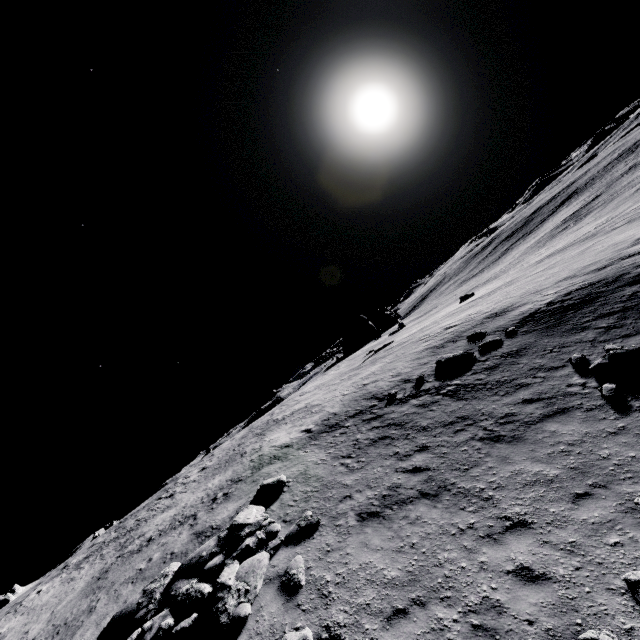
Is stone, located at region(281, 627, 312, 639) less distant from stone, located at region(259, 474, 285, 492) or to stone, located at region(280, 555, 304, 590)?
stone, located at region(280, 555, 304, 590)

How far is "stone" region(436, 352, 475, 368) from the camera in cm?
1519

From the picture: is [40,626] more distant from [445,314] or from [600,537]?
[445,314]

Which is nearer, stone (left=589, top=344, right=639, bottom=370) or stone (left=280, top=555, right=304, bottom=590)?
stone (left=280, top=555, right=304, bottom=590)

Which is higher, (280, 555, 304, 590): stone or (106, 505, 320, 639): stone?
(106, 505, 320, 639): stone

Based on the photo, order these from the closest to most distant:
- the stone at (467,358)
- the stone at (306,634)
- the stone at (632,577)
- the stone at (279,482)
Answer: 1. the stone at (632,577)
2. the stone at (306,634)
3. the stone at (279,482)
4. the stone at (467,358)

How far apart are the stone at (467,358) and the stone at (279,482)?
9.1m

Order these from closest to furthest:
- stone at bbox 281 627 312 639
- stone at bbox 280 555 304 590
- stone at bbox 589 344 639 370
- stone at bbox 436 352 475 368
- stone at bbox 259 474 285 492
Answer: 1. stone at bbox 281 627 312 639
2. stone at bbox 280 555 304 590
3. stone at bbox 589 344 639 370
4. stone at bbox 259 474 285 492
5. stone at bbox 436 352 475 368
